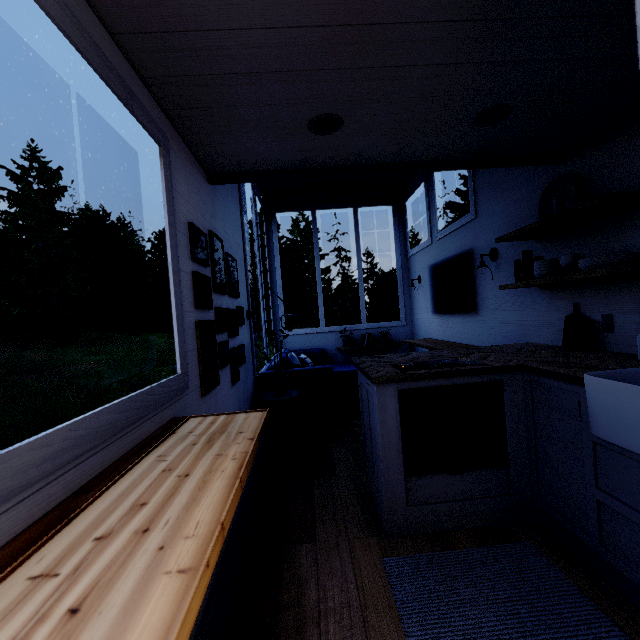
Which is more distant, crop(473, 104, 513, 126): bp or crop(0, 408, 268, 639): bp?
crop(473, 104, 513, 126): bp

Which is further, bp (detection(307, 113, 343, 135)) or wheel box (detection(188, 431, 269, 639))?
bp (detection(307, 113, 343, 135))

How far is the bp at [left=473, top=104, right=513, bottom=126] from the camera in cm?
185

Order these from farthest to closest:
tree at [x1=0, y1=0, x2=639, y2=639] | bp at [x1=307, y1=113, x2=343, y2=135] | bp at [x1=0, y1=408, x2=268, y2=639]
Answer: bp at [x1=307, y1=113, x2=343, y2=135]
tree at [x1=0, y1=0, x2=639, y2=639]
bp at [x1=0, y1=408, x2=268, y2=639]

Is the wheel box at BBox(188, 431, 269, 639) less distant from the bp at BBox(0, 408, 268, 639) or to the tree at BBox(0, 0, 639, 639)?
the tree at BBox(0, 0, 639, 639)

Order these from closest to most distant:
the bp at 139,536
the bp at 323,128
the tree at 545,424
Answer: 1. the bp at 139,536
2. the tree at 545,424
3. the bp at 323,128

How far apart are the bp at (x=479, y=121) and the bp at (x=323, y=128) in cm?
85

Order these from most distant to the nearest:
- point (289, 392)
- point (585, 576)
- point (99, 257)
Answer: point (99, 257)
point (289, 392)
point (585, 576)
